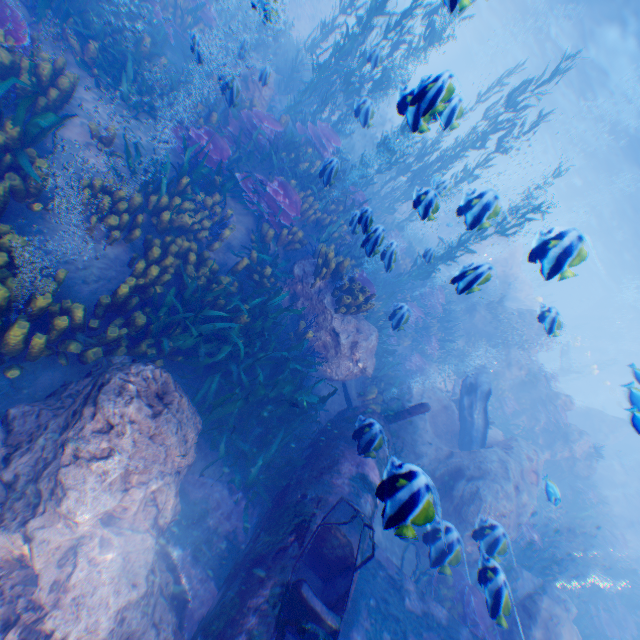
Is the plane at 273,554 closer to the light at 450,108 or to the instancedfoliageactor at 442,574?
the instancedfoliageactor at 442,574

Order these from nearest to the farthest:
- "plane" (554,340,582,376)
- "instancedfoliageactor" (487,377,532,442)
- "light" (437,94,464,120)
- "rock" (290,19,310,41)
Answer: "light" (437,94,464,120), "instancedfoliageactor" (487,377,532,442), "rock" (290,19,310,41), "plane" (554,340,582,376)

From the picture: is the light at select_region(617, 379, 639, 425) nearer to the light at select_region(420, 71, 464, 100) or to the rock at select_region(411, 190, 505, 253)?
the rock at select_region(411, 190, 505, 253)

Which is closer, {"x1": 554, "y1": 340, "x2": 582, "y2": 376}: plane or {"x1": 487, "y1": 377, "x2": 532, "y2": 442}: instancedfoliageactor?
{"x1": 487, "y1": 377, "x2": 532, "y2": 442}: instancedfoliageactor

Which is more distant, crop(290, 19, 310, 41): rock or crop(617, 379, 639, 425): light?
crop(290, 19, 310, 41): rock

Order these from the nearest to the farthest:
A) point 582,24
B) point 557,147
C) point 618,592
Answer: point 618,592
point 582,24
point 557,147

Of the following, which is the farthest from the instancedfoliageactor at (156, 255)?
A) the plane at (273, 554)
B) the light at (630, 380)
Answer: the light at (630, 380)

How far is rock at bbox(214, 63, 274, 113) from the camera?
5.8m
